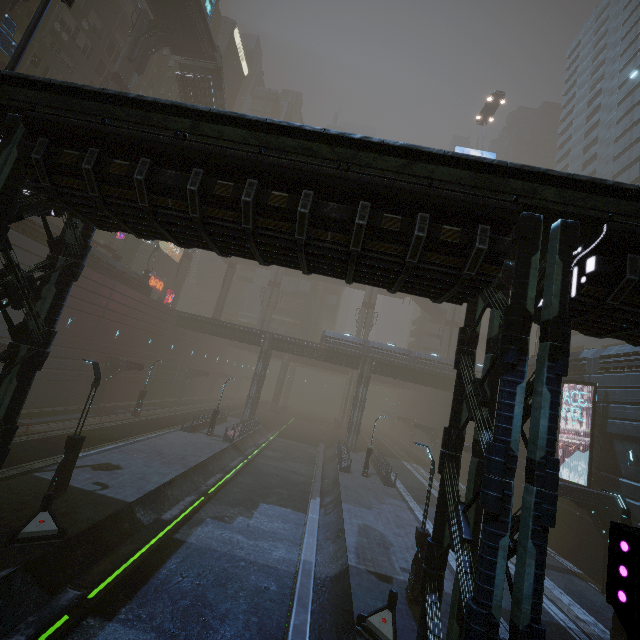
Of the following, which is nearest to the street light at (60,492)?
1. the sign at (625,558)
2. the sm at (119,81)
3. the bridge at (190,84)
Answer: the sign at (625,558)

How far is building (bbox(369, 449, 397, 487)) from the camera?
27.8m

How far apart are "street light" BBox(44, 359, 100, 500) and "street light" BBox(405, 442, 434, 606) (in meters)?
13.97

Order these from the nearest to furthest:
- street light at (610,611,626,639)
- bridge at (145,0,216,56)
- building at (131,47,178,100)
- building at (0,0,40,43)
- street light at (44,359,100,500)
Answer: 1. street light at (610,611,626,639)
2. street light at (44,359,100,500)
3. building at (0,0,40,43)
4. bridge at (145,0,216,56)
5. building at (131,47,178,100)

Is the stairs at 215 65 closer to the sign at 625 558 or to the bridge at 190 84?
the bridge at 190 84

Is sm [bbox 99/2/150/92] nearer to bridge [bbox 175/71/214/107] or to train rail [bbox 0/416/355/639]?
bridge [bbox 175/71/214/107]

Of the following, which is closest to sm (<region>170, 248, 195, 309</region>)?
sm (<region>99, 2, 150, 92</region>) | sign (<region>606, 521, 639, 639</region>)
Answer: sm (<region>99, 2, 150, 92</region>)

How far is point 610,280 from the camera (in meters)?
7.12
